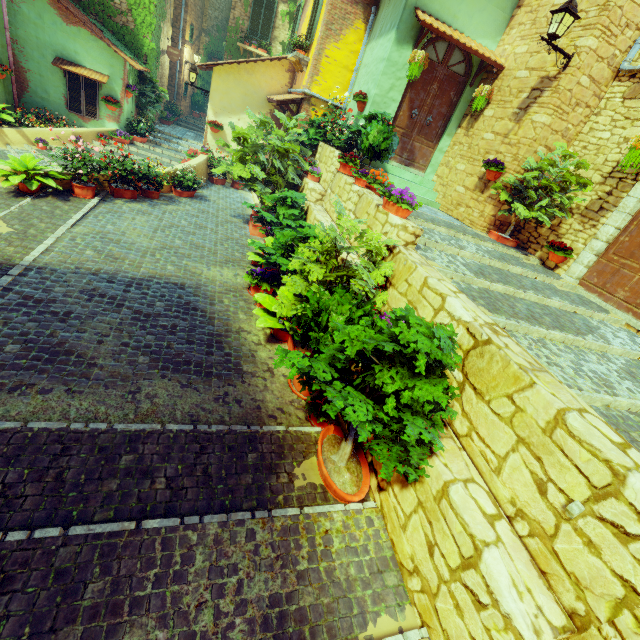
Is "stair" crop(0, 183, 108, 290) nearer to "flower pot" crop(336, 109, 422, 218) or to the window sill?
"flower pot" crop(336, 109, 422, 218)

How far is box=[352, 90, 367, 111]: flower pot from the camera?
8.2m

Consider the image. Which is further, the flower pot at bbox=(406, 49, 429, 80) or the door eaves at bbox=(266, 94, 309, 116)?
the door eaves at bbox=(266, 94, 309, 116)

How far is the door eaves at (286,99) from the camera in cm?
970

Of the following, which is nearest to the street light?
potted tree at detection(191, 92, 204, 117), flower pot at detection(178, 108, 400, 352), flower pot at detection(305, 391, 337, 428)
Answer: flower pot at detection(178, 108, 400, 352)

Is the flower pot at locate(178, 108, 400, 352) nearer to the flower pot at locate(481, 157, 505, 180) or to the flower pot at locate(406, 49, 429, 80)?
the flower pot at locate(406, 49, 429, 80)

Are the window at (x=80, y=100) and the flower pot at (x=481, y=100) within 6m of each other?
no

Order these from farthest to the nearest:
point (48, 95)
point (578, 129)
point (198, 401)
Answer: point (48, 95), point (578, 129), point (198, 401)
